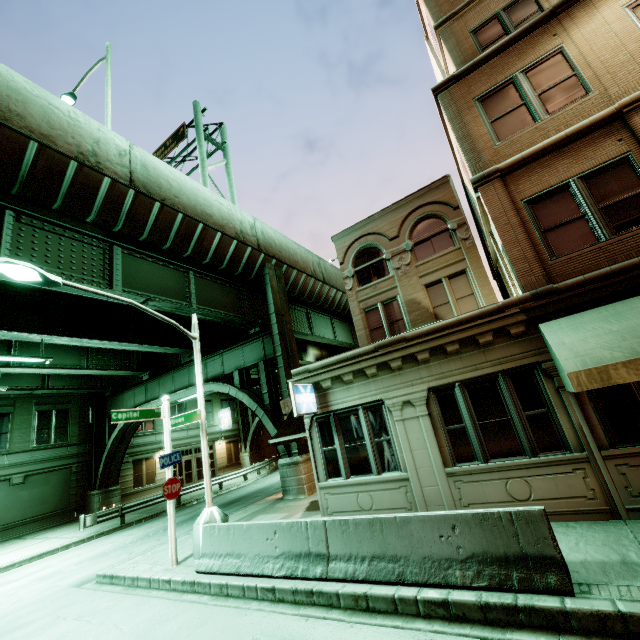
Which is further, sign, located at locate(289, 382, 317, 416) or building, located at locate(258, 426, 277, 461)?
building, located at locate(258, 426, 277, 461)

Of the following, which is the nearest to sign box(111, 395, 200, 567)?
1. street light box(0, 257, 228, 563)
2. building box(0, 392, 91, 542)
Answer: street light box(0, 257, 228, 563)

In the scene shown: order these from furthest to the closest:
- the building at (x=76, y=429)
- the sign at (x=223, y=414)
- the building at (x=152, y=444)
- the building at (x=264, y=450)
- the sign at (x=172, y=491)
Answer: the building at (x=264, y=450), the sign at (x=223, y=414), the building at (x=152, y=444), the building at (x=76, y=429), the sign at (x=172, y=491)

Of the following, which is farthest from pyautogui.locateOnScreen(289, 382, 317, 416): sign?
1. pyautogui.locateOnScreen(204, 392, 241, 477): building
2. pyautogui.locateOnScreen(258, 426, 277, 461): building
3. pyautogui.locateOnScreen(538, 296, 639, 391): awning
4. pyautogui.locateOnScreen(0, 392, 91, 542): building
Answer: pyautogui.locateOnScreen(258, 426, 277, 461): building

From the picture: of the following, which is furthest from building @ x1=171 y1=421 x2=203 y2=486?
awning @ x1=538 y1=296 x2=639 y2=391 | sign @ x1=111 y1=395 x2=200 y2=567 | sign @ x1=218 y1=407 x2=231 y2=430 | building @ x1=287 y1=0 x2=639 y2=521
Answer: awning @ x1=538 y1=296 x2=639 y2=391

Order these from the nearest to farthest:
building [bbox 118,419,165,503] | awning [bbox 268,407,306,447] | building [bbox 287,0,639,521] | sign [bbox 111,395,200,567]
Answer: building [bbox 287,0,639,521], sign [bbox 111,395,200,567], awning [bbox 268,407,306,447], building [bbox 118,419,165,503]

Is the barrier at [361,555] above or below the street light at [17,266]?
below

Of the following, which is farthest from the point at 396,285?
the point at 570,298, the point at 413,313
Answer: the point at 570,298
